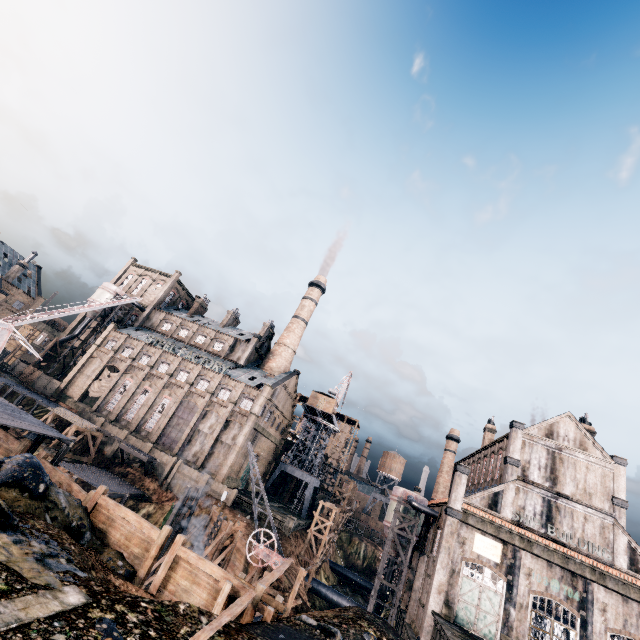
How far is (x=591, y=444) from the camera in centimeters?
3497cm

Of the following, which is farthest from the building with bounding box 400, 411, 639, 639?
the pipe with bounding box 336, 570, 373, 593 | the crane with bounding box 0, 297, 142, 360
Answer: the crane with bounding box 0, 297, 142, 360

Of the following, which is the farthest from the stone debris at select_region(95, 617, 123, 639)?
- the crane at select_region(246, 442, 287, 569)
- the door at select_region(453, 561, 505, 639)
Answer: the door at select_region(453, 561, 505, 639)

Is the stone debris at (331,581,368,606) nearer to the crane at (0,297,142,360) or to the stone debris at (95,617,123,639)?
the stone debris at (95,617,123,639)

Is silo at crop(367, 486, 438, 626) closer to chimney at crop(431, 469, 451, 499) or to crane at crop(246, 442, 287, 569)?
chimney at crop(431, 469, 451, 499)

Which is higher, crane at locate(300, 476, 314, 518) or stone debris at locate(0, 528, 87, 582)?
crane at locate(300, 476, 314, 518)

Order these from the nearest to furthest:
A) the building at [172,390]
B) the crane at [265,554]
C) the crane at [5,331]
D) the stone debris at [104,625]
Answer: the stone debris at [104,625]
the crane at [5,331]
the crane at [265,554]
the building at [172,390]

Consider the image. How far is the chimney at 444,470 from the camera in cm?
5797
